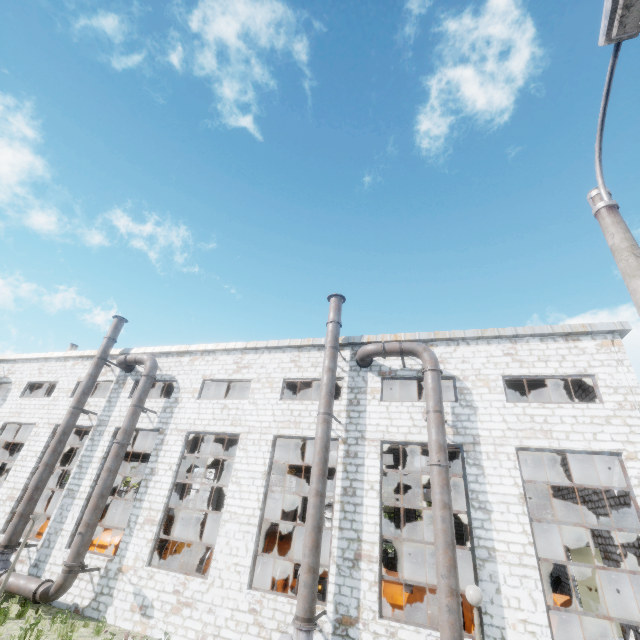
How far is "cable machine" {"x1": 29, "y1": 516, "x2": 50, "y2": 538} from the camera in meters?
17.7

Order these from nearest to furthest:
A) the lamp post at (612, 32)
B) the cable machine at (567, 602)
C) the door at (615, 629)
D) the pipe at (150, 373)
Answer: the lamp post at (612, 32) → the cable machine at (567, 602) → the pipe at (150, 373) → the door at (615, 629)

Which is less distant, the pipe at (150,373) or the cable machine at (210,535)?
the pipe at (150,373)

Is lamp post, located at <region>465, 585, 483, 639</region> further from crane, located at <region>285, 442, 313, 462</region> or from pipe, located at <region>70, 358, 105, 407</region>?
pipe, located at <region>70, 358, 105, 407</region>

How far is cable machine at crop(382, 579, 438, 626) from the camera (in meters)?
11.23

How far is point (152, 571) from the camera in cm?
1224

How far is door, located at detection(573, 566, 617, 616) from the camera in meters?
16.7 m

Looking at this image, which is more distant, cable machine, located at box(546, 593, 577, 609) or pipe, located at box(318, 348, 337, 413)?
pipe, located at box(318, 348, 337, 413)
